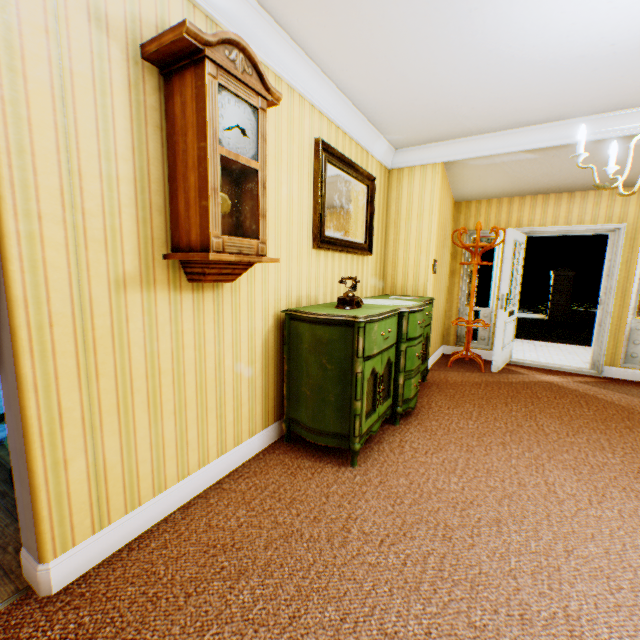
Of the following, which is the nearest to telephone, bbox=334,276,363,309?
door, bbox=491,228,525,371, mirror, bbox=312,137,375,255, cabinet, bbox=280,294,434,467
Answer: Result: cabinet, bbox=280,294,434,467

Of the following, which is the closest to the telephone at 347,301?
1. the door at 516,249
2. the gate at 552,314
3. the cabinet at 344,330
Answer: the cabinet at 344,330

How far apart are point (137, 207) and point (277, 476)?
2.0 meters

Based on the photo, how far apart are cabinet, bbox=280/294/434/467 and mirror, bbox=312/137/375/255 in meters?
0.5

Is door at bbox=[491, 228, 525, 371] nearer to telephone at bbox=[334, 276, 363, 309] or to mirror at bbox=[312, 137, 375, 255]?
mirror at bbox=[312, 137, 375, 255]

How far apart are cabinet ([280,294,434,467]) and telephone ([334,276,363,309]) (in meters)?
0.01

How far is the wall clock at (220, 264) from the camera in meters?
1.6

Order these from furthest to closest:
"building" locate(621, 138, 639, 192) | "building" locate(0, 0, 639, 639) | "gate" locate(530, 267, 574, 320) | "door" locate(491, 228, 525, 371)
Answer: "gate" locate(530, 267, 574, 320) < "door" locate(491, 228, 525, 371) < "building" locate(621, 138, 639, 192) < "building" locate(0, 0, 639, 639)
